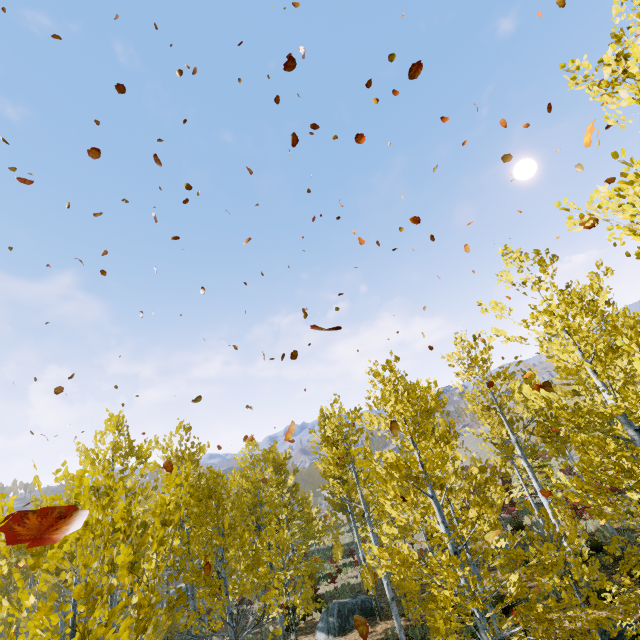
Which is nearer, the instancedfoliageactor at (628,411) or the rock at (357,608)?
Result: the instancedfoliageactor at (628,411)

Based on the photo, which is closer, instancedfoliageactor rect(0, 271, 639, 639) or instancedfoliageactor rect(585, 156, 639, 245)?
instancedfoliageactor rect(585, 156, 639, 245)

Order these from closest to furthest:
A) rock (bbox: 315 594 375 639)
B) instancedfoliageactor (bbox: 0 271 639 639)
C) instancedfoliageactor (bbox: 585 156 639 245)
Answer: instancedfoliageactor (bbox: 585 156 639 245) < instancedfoliageactor (bbox: 0 271 639 639) < rock (bbox: 315 594 375 639)

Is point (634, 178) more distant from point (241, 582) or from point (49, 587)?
point (49, 587)

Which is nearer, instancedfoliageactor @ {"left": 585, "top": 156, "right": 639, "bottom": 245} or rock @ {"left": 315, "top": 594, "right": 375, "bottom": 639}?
instancedfoliageactor @ {"left": 585, "top": 156, "right": 639, "bottom": 245}

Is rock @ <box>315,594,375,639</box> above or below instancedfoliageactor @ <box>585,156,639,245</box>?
below

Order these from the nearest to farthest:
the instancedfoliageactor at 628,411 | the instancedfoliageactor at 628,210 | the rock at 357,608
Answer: the instancedfoliageactor at 628,210
the instancedfoliageactor at 628,411
the rock at 357,608
